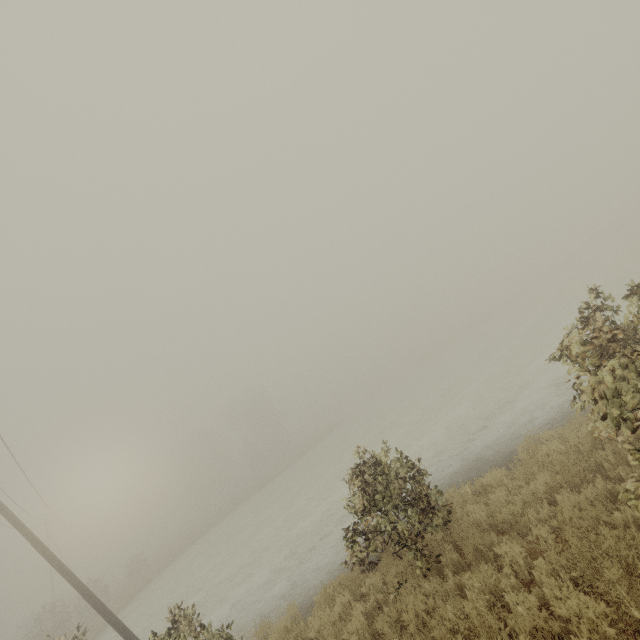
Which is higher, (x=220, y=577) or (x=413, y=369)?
(x=413, y=369)

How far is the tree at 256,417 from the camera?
54.44m

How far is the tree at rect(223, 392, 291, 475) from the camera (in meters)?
54.44
